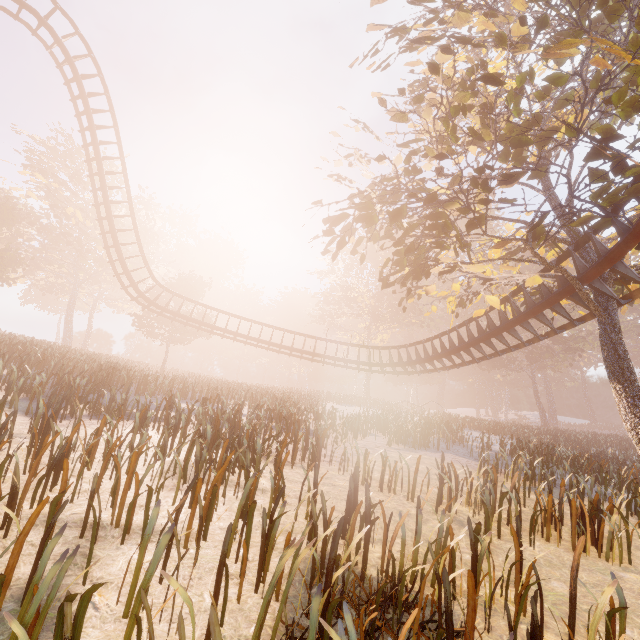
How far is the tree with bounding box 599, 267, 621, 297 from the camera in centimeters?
952cm

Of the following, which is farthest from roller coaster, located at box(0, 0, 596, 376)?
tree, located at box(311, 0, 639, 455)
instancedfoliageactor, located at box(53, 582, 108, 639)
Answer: instancedfoliageactor, located at box(53, 582, 108, 639)

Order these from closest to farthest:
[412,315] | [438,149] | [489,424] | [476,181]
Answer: [476,181]
[438,149]
[489,424]
[412,315]

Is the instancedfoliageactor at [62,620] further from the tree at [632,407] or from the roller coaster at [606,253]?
the roller coaster at [606,253]

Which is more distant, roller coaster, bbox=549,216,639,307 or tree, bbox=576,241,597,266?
tree, bbox=576,241,597,266

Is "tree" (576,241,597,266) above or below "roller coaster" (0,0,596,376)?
above

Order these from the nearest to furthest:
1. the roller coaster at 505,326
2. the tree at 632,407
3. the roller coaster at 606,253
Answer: the tree at 632,407, the roller coaster at 606,253, the roller coaster at 505,326
